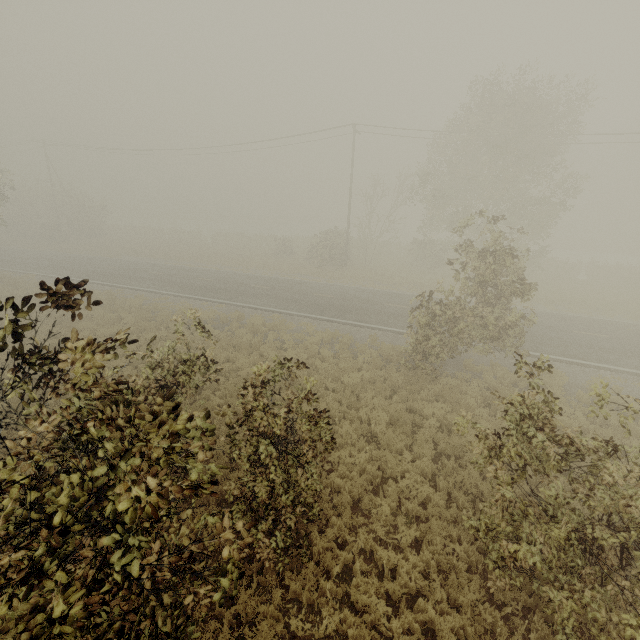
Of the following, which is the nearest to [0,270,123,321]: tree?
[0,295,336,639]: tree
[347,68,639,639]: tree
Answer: [0,295,336,639]: tree

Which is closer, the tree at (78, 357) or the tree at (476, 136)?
the tree at (78, 357)

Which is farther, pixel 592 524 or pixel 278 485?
pixel 278 485

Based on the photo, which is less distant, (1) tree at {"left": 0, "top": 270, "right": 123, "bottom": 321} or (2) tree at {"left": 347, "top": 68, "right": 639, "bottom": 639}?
(1) tree at {"left": 0, "top": 270, "right": 123, "bottom": 321}

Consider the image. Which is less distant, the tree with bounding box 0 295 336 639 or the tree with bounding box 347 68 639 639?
the tree with bounding box 0 295 336 639

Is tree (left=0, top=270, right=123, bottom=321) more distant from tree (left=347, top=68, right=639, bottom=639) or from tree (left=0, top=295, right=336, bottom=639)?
tree (left=347, top=68, right=639, bottom=639)

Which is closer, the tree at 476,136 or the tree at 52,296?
the tree at 52,296
